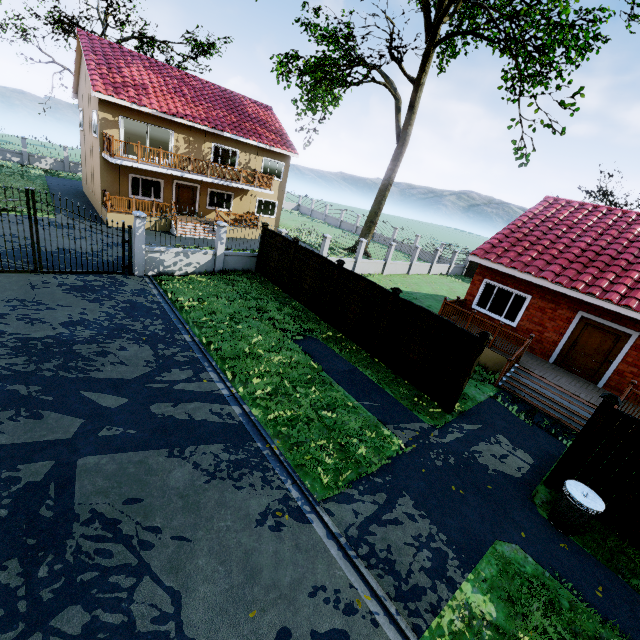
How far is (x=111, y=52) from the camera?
19.5m

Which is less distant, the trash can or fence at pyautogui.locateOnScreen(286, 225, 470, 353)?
the trash can

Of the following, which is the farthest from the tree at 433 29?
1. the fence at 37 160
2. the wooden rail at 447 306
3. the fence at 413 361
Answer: the fence at 413 361

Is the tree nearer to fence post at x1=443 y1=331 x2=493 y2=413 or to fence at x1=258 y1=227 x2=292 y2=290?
fence post at x1=443 y1=331 x2=493 y2=413

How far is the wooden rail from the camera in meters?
11.9 m

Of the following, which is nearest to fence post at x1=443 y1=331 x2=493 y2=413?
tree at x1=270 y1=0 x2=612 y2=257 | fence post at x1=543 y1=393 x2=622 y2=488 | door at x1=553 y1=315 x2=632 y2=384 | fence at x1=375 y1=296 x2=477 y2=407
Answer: fence at x1=375 y1=296 x2=477 y2=407

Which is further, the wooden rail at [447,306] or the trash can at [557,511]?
the wooden rail at [447,306]

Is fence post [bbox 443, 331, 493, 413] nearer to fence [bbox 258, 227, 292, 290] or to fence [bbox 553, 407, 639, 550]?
fence [bbox 553, 407, 639, 550]
